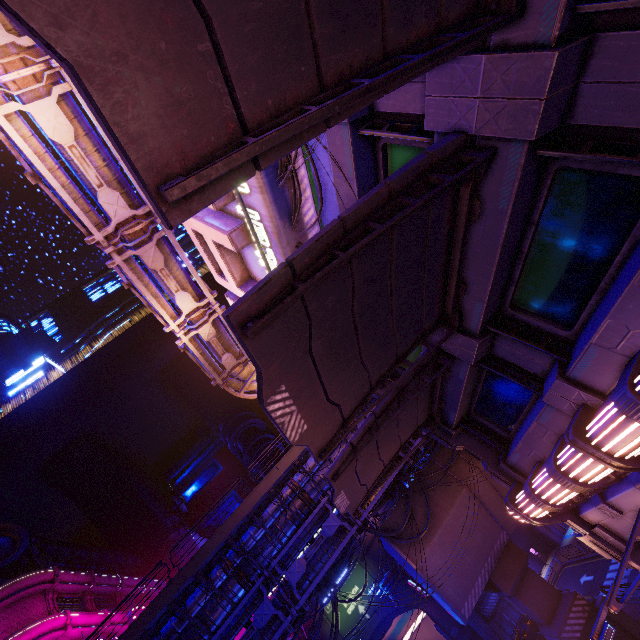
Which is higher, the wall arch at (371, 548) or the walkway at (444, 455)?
the wall arch at (371, 548)

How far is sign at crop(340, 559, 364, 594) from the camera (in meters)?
42.47

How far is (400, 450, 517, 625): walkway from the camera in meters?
18.9

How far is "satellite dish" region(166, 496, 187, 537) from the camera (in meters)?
52.75

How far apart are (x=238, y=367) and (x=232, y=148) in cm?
1879

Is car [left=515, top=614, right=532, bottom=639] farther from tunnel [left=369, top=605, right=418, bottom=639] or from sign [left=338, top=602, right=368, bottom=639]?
sign [left=338, top=602, right=368, bottom=639]

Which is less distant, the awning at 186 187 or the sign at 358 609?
the awning at 186 187

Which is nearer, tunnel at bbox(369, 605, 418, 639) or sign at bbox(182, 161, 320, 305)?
sign at bbox(182, 161, 320, 305)
